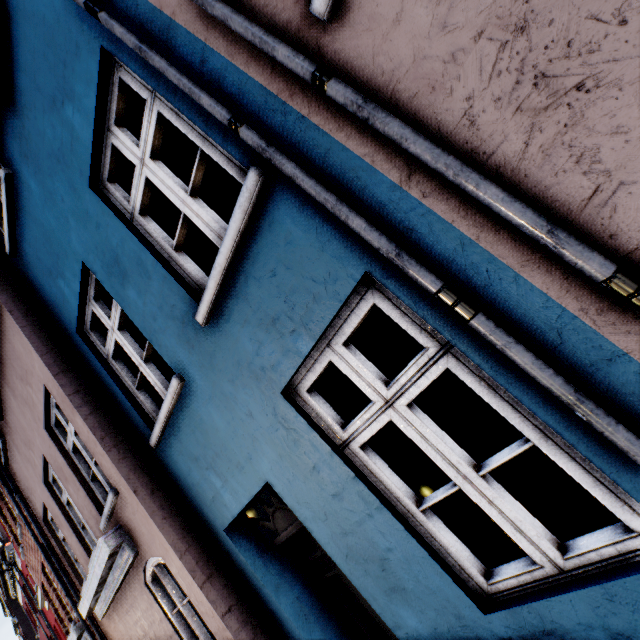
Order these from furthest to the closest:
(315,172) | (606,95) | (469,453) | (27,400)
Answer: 1. (469,453)
2. (27,400)
3. (315,172)
4. (606,95)
